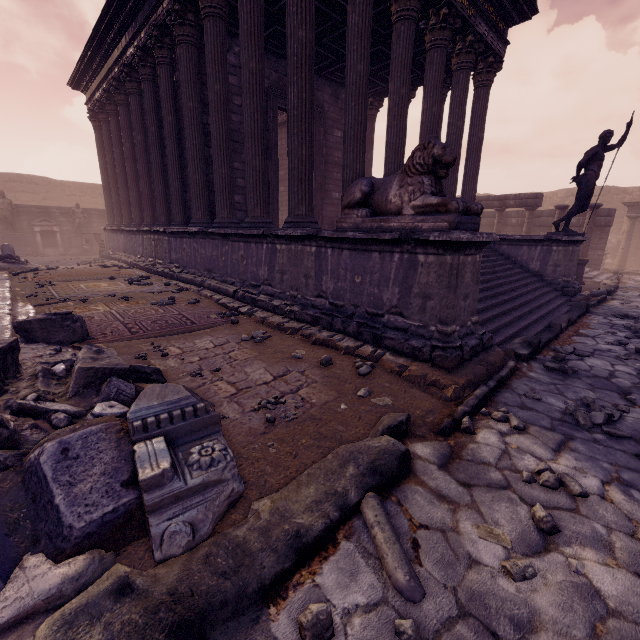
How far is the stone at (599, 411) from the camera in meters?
2.9

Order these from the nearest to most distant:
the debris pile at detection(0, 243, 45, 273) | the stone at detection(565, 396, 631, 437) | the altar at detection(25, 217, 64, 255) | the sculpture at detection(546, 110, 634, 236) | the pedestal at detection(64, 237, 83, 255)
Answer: the stone at detection(565, 396, 631, 437) → the sculpture at detection(546, 110, 634, 236) → the debris pile at detection(0, 243, 45, 273) → the altar at detection(25, 217, 64, 255) → the pedestal at detection(64, 237, 83, 255)

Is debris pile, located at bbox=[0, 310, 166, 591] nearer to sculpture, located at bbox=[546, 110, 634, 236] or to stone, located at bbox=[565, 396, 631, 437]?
stone, located at bbox=[565, 396, 631, 437]

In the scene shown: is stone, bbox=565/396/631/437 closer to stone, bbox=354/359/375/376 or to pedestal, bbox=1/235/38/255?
stone, bbox=354/359/375/376

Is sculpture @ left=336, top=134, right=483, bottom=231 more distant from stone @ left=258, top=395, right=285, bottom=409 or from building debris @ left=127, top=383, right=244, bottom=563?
building debris @ left=127, top=383, right=244, bottom=563

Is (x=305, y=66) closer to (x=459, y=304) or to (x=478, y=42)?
(x=459, y=304)

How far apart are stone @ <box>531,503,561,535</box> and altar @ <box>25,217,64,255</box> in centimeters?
2321cm

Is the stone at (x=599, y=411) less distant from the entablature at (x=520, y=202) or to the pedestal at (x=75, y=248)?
the entablature at (x=520, y=202)
